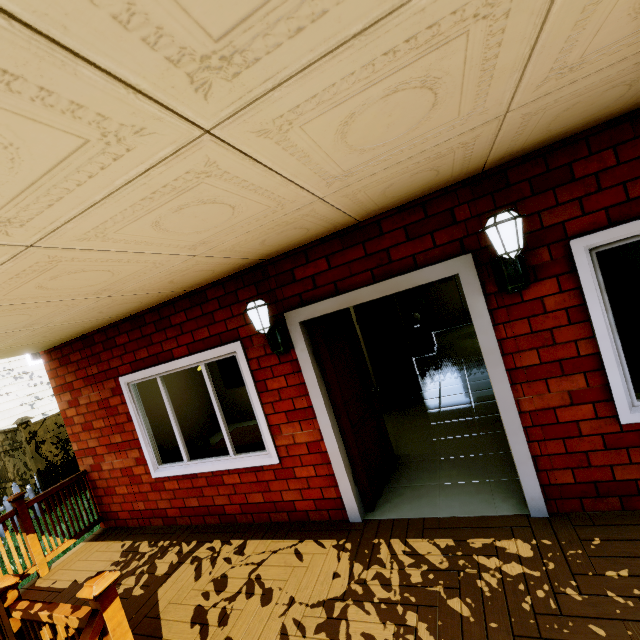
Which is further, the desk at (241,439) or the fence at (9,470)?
the fence at (9,470)

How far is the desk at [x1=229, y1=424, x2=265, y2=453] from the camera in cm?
412

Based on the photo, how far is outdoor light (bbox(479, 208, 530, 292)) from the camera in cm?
219

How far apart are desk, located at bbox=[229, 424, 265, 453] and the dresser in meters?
Answer: 5.4

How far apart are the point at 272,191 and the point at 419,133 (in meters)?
0.73

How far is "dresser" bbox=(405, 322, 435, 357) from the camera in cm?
899

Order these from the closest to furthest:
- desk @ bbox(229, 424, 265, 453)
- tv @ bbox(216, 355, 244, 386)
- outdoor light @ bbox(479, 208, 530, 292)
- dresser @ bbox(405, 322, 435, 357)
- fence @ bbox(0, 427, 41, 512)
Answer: outdoor light @ bbox(479, 208, 530, 292), desk @ bbox(229, 424, 265, 453), tv @ bbox(216, 355, 244, 386), fence @ bbox(0, 427, 41, 512), dresser @ bbox(405, 322, 435, 357)

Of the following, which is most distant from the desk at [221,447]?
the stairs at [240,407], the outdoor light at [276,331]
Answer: the stairs at [240,407]
